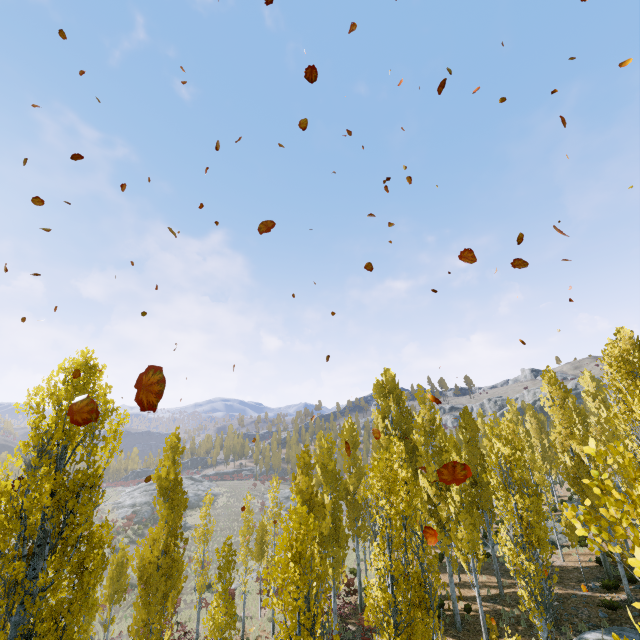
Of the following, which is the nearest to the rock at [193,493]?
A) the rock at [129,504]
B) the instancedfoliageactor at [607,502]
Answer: the rock at [129,504]

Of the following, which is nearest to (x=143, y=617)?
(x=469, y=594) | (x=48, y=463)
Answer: (x=48, y=463)

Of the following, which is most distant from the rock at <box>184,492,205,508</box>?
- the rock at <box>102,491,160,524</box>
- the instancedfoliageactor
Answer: the instancedfoliageactor

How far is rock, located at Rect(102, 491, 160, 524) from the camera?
48.98m

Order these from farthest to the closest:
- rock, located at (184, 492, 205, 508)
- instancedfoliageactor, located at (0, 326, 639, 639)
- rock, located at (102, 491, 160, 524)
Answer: rock, located at (184, 492, 205, 508) → rock, located at (102, 491, 160, 524) → instancedfoliageactor, located at (0, 326, 639, 639)

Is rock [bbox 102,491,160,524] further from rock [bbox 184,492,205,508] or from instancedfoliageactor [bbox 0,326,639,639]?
instancedfoliageactor [bbox 0,326,639,639]
